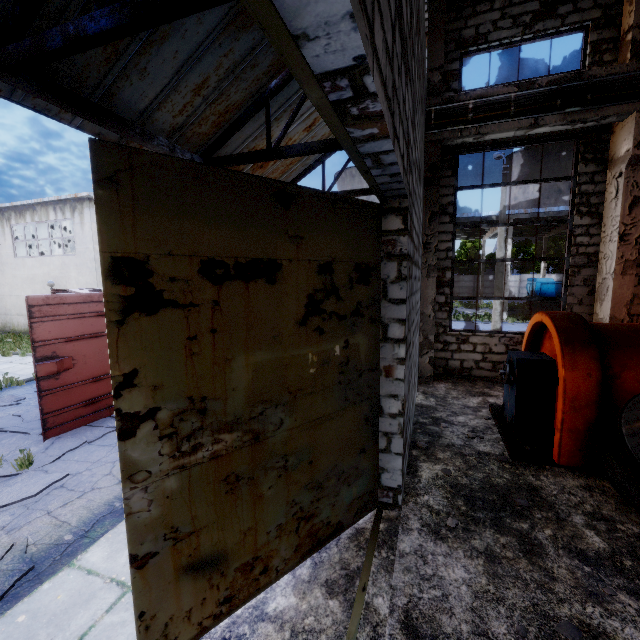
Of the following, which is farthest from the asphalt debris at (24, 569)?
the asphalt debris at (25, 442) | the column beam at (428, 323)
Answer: the column beam at (428, 323)

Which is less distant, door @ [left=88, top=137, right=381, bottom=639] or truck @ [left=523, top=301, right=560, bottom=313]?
door @ [left=88, top=137, right=381, bottom=639]

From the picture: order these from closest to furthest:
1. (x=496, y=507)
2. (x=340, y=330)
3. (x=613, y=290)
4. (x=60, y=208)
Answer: (x=340, y=330)
(x=496, y=507)
(x=613, y=290)
(x=60, y=208)

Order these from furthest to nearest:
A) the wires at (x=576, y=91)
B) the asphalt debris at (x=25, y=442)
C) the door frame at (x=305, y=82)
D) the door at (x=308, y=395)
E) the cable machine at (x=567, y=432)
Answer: the wires at (x=576, y=91), the asphalt debris at (x=25, y=442), the cable machine at (x=567, y=432), the door at (x=308, y=395), the door frame at (x=305, y=82)

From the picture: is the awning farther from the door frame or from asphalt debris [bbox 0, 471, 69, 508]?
asphalt debris [bbox 0, 471, 69, 508]

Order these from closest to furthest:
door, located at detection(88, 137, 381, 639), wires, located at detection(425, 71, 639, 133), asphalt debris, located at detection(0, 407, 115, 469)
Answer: door, located at detection(88, 137, 381, 639) → asphalt debris, located at detection(0, 407, 115, 469) → wires, located at detection(425, 71, 639, 133)

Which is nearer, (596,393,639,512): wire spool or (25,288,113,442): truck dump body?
(596,393,639,512): wire spool

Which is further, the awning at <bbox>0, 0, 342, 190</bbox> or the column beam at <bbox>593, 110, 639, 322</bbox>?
the column beam at <bbox>593, 110, 639, 322</bbox>
